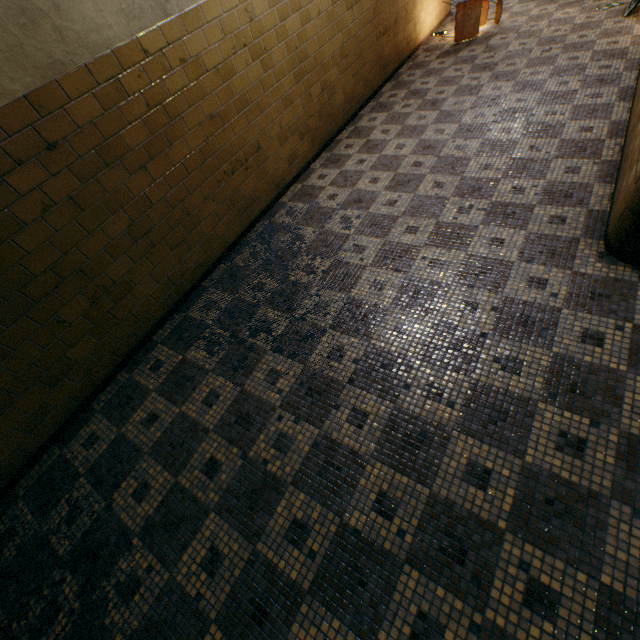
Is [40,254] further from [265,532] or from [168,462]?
[265,532]
